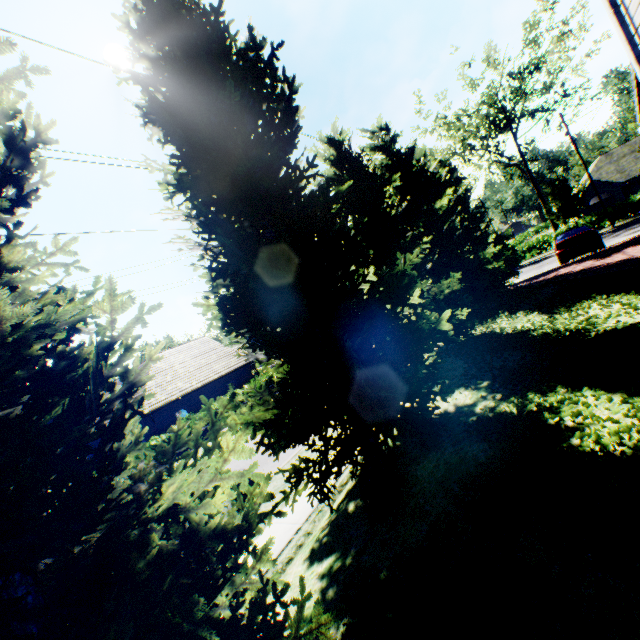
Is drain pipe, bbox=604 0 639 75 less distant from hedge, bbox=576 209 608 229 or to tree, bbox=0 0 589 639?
tree, bbox=0 0 589 639

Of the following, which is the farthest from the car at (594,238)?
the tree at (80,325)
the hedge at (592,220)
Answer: the hedge at (592,220)

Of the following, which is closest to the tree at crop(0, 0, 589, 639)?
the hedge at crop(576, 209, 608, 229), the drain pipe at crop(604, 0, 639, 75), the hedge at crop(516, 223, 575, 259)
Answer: the hedge at crop(516, 223, 575, 259)

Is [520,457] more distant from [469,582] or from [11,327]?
[11,327]

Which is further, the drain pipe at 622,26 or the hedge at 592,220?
the hedge at 592,220

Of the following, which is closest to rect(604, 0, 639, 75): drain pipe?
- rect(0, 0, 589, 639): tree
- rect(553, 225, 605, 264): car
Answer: rect(0, 0, 589, 639): tree

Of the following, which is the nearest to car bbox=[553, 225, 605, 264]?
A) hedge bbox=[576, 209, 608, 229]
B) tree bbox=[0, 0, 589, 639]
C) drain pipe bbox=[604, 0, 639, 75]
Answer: tree bbox=[0, 0, 589, 639]

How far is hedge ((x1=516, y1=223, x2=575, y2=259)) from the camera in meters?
35.0
